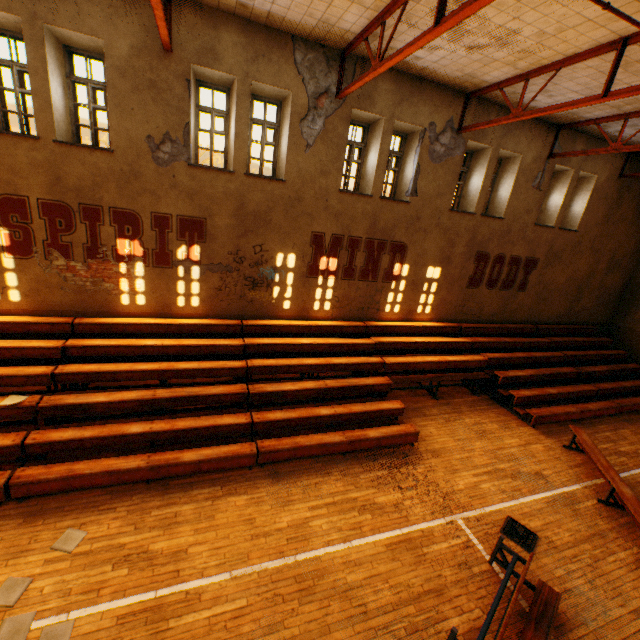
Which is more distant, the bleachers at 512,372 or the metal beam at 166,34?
the bleachers at 512,372

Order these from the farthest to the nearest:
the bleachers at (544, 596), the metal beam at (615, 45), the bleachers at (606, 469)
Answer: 1. the bleachers at (606, 469)
2. the metal beam at (615, 45)
3. the bleachers at (544, 596)

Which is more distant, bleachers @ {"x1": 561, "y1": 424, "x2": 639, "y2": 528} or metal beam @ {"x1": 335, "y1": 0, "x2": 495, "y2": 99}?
bleachers @ {"x1": 561, "y1": 424, "x2": 639, "y2": 528}

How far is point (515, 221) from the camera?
11.69m

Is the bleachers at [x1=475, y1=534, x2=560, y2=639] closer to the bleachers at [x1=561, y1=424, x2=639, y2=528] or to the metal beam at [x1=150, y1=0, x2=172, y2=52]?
the bleachers at [x1=561, y1=424, x2=639, y2=528]

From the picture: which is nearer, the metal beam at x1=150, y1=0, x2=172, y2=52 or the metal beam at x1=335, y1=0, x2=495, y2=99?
the metal beam at x1=335, y1=0, x2=495, y2=99

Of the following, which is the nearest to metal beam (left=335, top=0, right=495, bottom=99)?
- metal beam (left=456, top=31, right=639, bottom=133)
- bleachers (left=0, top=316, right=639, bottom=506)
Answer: metal beam (left=456, top=31, right=639, bottom=133)

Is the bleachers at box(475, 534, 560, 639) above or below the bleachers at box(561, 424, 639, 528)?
below
